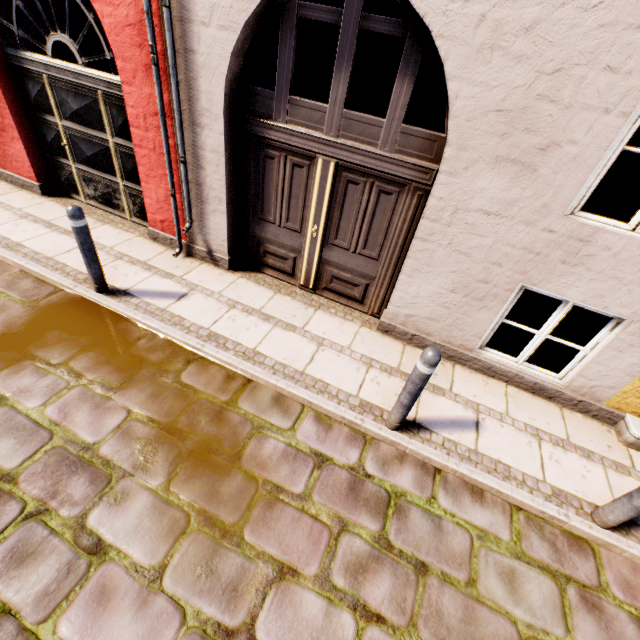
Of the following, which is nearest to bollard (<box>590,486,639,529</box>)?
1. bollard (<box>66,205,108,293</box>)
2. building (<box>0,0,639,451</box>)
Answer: building (<box>0,0,639,451</box>)

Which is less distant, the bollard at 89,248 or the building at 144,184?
the building at 144,184

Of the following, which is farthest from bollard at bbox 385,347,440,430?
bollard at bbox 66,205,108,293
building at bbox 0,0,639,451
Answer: bollard at bbox 66,205,108,293

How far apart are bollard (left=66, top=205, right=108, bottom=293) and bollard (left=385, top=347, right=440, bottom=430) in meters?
3.8

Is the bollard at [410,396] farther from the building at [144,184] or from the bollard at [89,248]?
the bollard at [89,248]

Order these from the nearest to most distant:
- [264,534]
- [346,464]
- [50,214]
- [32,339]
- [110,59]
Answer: [264,534] → [346,464] → [32,339] → [110,59] → [50,214]

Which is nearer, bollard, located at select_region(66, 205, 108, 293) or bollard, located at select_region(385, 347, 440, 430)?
bollard, located at select_region(385, 347, 440, 430)

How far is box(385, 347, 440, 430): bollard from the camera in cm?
263
